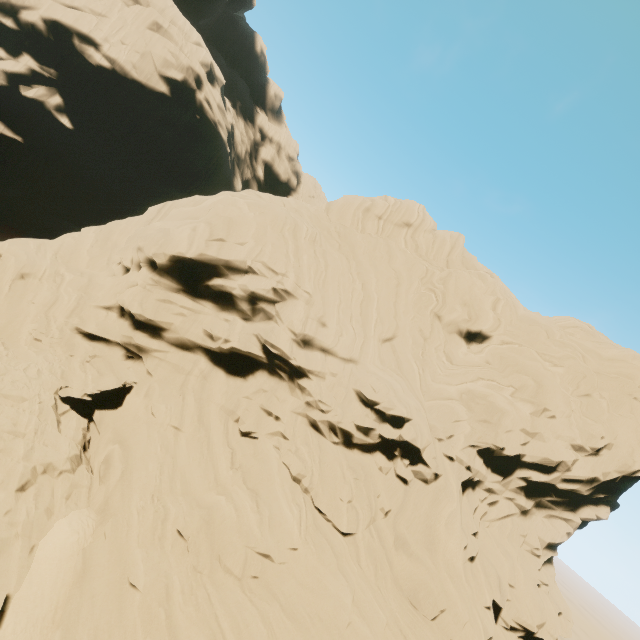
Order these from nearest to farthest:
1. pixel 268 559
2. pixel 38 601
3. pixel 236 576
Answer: pixel 38 601 → pixel 236 576 → pixel 268 559
